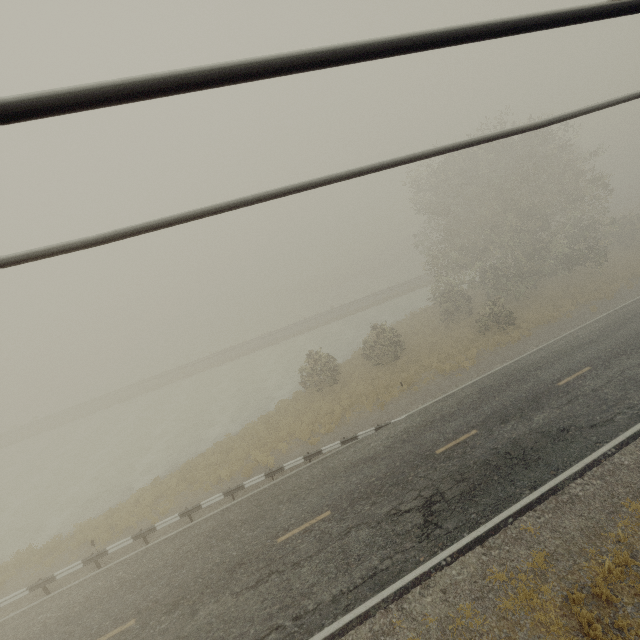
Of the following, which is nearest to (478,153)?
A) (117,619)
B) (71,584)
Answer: (117,619)
